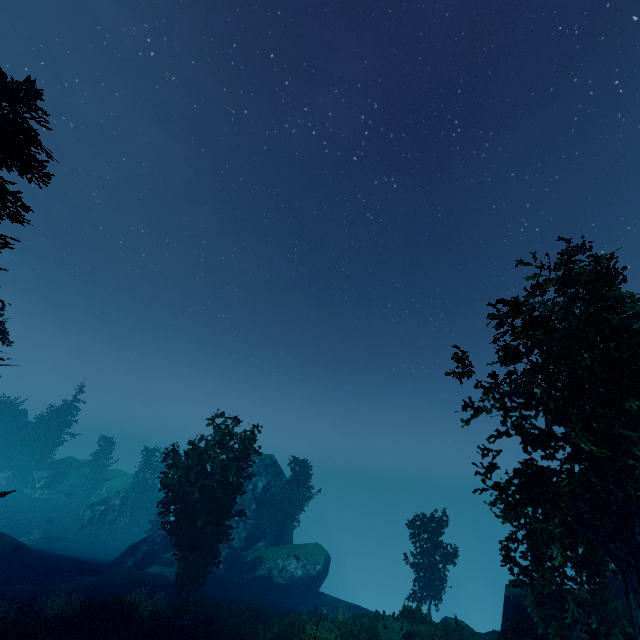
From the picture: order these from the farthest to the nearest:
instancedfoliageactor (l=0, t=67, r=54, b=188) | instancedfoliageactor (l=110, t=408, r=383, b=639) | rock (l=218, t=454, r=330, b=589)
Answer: rock (l=218, t=454, r=330, b=589)
instancedfoliageactor (l=110, t=408, r=383, b=639)
instancedfoliageactor (l=0, t=67, r=54, b=188)

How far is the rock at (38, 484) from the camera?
Answer: 58.3m

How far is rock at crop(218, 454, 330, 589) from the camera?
35.6 meters

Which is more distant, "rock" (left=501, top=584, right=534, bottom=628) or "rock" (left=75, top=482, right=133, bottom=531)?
"rock" (left=75, top=482, right=133, bottom=531)

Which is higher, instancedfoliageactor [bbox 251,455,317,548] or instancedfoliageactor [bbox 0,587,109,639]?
instancedfoliageactor [bbox 251,455,317,548]

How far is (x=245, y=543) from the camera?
38.12m

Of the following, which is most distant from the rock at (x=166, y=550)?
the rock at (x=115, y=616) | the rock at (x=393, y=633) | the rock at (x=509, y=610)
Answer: the rock at (x=509, y=610)

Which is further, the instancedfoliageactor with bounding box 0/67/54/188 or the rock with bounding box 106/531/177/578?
the rock with bounding box 106/531/177/578
